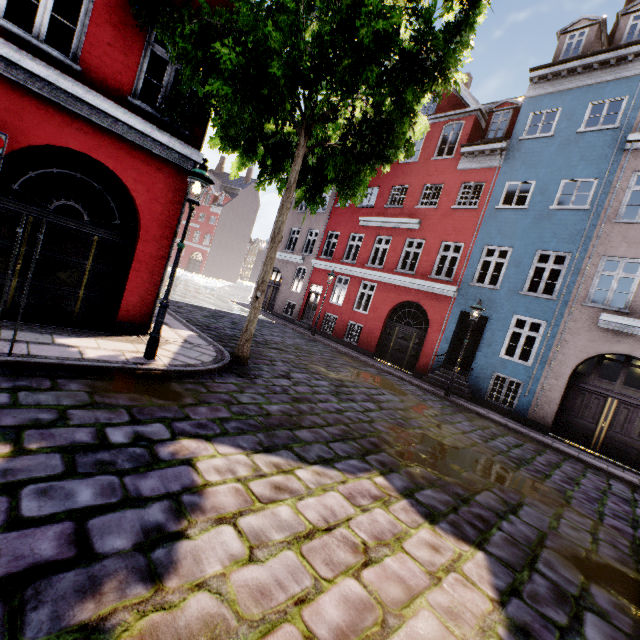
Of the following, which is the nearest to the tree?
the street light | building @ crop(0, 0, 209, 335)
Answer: the street light

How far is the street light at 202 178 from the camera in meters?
5.8 m

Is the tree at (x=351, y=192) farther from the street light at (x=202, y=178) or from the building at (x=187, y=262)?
the building at (x=187, y=262)

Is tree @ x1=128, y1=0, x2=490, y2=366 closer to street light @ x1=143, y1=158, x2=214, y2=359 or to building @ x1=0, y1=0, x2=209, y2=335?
street light @ x1=143, y1=158, x2=214, y2=359

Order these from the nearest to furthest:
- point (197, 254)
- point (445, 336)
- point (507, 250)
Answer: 1. point (507, 250)
2. point (445, 336)
3. point (197, 254)

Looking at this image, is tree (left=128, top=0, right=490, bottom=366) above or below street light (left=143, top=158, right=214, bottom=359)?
above
